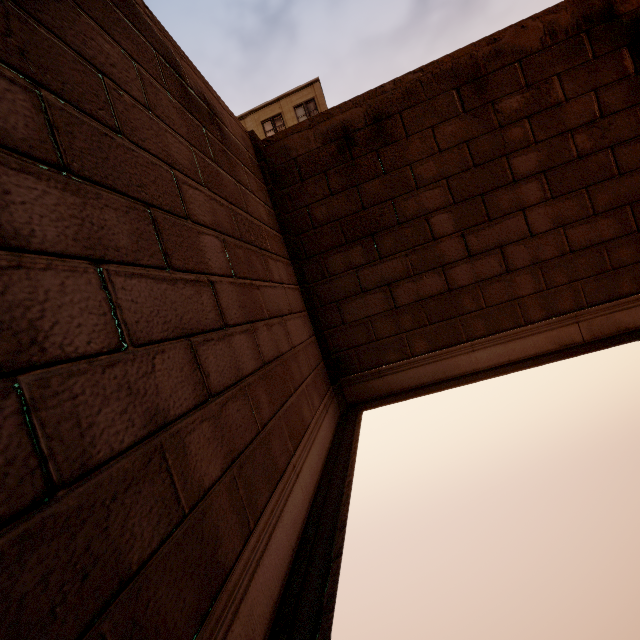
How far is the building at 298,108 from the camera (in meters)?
24.55

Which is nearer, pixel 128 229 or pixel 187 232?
pixel 128 229

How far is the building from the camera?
24.5m
